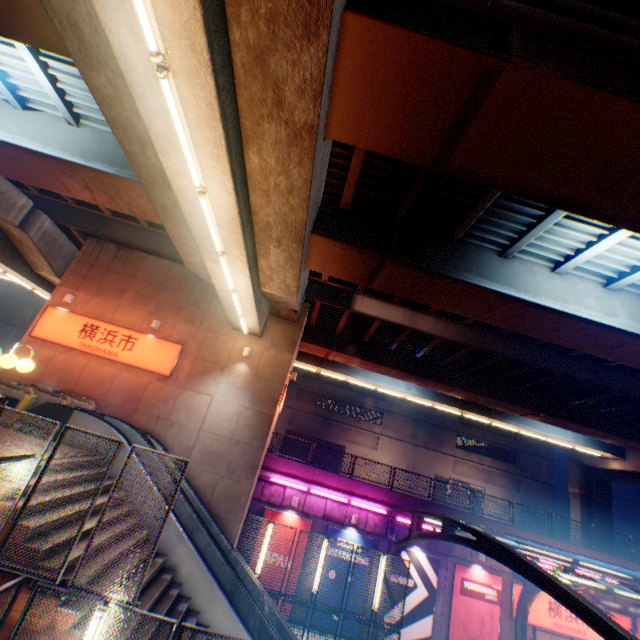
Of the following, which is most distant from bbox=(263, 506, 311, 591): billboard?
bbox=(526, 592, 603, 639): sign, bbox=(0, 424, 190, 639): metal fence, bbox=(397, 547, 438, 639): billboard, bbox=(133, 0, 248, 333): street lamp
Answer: bbox=(133, 0, 248, 333): street lamp

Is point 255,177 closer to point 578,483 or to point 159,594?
point 159,594

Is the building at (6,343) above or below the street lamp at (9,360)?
above

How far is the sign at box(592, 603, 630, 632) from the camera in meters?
17.2

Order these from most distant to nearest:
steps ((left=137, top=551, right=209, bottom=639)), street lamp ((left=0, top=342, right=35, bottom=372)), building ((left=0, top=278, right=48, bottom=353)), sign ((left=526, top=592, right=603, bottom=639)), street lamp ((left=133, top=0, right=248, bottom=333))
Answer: building ((left=0, top=278, right=48, bottom=353))
sign ((left=526, top=592, right=603, bottom=639))
steps ((left=137, top=551, right=209, bottom=639))
street lamp ((left=0, top=342, right=35, bottom=372))
street lamp ((left=133, top=0, right=248, bottom=333))

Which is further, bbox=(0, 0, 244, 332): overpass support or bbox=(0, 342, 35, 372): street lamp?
bbox=(0, 342, 35, 372): street lamp

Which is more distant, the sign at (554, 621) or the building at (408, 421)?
the building at (408, 421)

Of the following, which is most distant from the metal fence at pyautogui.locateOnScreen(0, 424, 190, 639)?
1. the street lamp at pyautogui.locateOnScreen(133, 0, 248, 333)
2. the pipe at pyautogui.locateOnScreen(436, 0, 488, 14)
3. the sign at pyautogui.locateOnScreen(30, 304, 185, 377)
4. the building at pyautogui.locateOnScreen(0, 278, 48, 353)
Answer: the building at pyautogui.locateOnScreen(0, 278, 48, 353)
